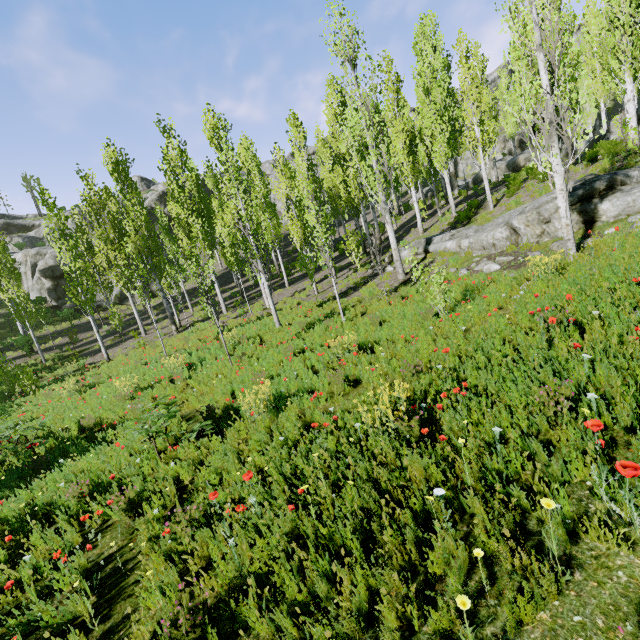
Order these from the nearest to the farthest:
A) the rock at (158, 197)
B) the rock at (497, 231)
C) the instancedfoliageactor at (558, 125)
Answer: the instancedfoliageactor at (558, 125)
the rock at (497, 231)
the rock at (158, 197)

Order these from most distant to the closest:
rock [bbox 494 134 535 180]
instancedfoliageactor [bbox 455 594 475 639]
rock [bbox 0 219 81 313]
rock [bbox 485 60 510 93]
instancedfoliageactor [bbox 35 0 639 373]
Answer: rock [bbox 485 60 510 93] → rock [bbox 0 219 81 313] → rock [bbox 494 134 535 180] → instancedfoliageactor [bbox 35 0 639 373] → instancedfoliageactor [bbox 455 594 475 639]

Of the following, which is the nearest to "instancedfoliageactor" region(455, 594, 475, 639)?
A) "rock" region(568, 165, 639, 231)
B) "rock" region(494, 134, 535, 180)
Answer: "rock" region(494, 134, 535, 180)

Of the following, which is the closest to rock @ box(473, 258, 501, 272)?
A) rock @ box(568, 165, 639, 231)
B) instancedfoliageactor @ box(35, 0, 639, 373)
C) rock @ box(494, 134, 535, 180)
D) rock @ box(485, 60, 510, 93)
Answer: rock @ box(568, 165, 639, 231)

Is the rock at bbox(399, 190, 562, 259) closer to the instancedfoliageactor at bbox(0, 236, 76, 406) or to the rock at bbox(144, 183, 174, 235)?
the instancedfoliageactor at bbox(0, 236, 76, 406)

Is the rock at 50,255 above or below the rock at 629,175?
above

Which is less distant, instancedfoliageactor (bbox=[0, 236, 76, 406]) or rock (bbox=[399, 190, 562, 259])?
rock (bbox=[399, 190, 562, 259])

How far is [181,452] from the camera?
5.7m
